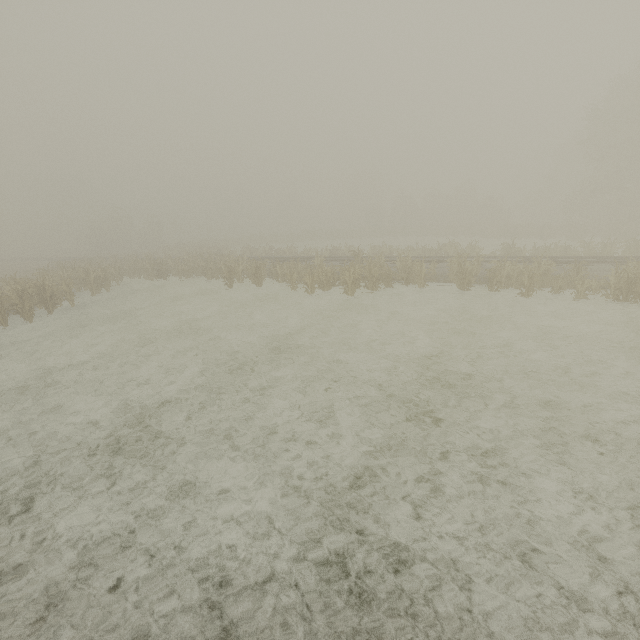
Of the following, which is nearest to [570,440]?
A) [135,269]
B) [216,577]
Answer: [216,577]
